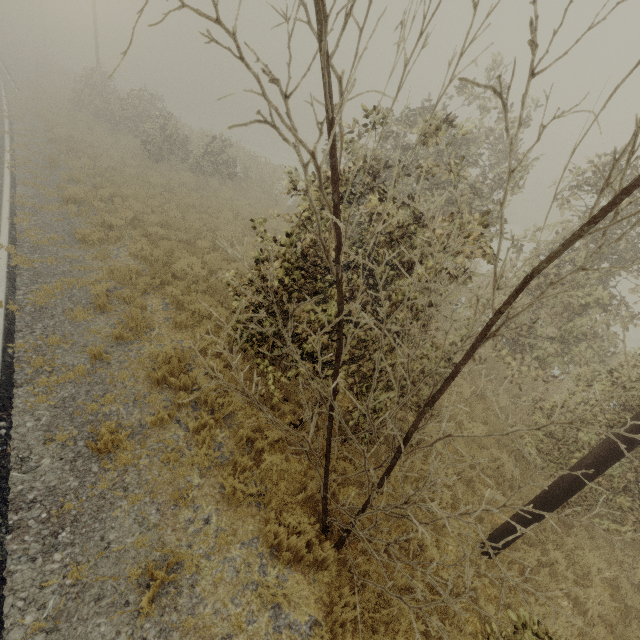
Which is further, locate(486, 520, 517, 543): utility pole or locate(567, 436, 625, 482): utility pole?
locate(486, 520, 517, 543): utility pole

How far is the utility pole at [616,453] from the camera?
4.3 meters

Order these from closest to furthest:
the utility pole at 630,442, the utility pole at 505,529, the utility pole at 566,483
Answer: the utility pole at 630,442
the utility pole at 566,483
the utility pole at 505,529

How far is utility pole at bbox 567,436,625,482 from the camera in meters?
4.3

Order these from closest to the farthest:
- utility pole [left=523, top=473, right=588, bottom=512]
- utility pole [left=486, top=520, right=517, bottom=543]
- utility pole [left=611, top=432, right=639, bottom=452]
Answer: utility pole [left=611, top=432, right=639, bottom=452] → utility pole [left=523, top=473, right=588, bottom=512] → utility pole [left=486, top=520, right=517, bottom=543]

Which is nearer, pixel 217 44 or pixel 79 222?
pixel 217 44
